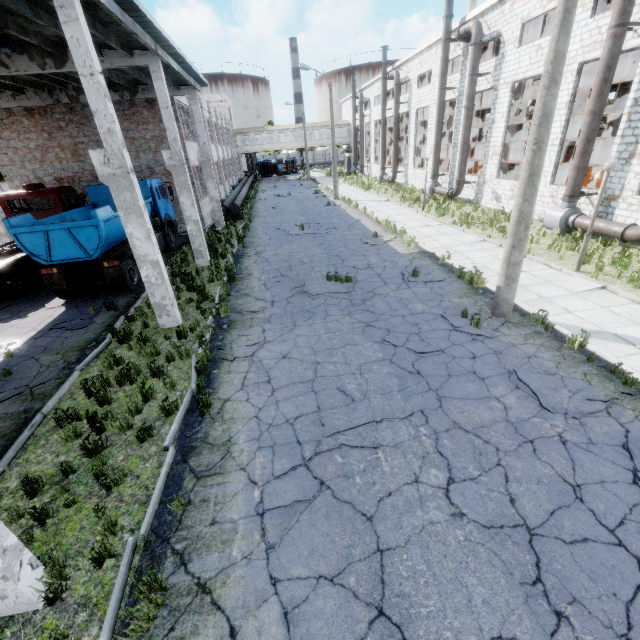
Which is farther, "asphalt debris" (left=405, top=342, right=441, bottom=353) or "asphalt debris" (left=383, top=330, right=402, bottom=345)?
"asphalt debris" (left=383, top=330, right=402, bottom=345)

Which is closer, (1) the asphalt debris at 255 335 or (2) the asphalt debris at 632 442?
(2) the asphalt debris at 632 442

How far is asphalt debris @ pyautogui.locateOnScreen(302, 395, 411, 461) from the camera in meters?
5.4 m

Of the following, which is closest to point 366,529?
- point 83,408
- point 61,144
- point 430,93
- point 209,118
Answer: point 83,408

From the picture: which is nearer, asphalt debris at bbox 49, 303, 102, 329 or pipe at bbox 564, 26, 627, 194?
asphalt debris at bbox 49, 303, 102, 329

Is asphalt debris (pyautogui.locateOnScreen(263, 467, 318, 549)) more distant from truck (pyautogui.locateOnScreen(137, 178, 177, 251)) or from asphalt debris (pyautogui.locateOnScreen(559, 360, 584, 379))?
truck (pyautogui.locateOnScreen(137, 178, 177, 251))

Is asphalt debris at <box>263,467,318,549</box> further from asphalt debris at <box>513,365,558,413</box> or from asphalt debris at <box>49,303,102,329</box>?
asphalt debris at <box>49,303,102,329</box>

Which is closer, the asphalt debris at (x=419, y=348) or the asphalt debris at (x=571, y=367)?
the asphalt debris at (x=571, y=367)
